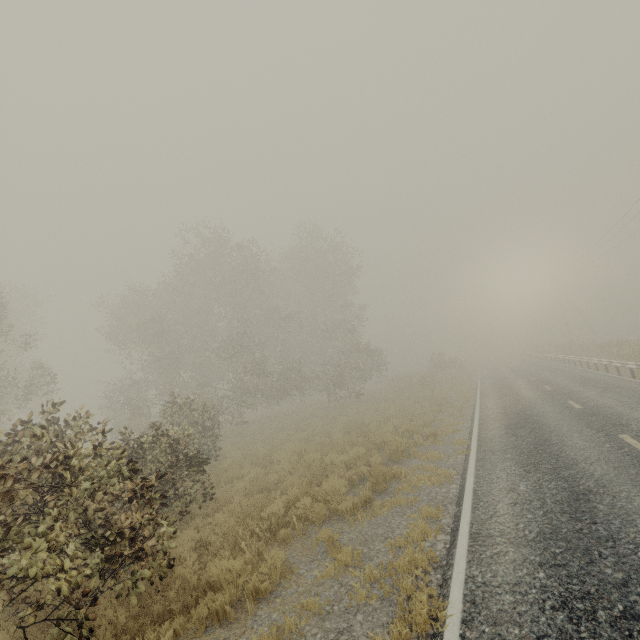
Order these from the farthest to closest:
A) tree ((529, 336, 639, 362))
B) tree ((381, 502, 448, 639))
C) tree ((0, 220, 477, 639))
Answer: tree ((529, 336, 639, 362)), tree ((0, 220, 477, 639)), tree ((381, 502, 448, 639))

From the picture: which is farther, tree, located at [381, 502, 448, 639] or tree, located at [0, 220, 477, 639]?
tree, located at [0, 220, 477, 639]

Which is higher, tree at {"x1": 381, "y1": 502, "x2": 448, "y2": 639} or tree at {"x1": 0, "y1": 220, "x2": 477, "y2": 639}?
tree at {"x1": 0, "y1": 220, "x2": 477, "y2": 639}

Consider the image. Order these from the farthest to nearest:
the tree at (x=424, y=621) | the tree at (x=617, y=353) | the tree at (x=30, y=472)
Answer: the tree at (x=617, y=353) < the tree at (x=30, y=472) < the tree at (x=424, y=621)

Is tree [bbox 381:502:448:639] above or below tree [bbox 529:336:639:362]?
below

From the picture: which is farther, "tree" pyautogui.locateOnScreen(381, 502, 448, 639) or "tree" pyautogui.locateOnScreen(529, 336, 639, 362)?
"tree" pyautogui.locateOnScreen(529, 336, 639, 362)

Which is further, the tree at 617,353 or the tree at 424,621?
the tree at 617,353

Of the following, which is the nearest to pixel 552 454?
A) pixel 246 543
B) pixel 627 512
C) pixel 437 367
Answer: pixel 627 512
